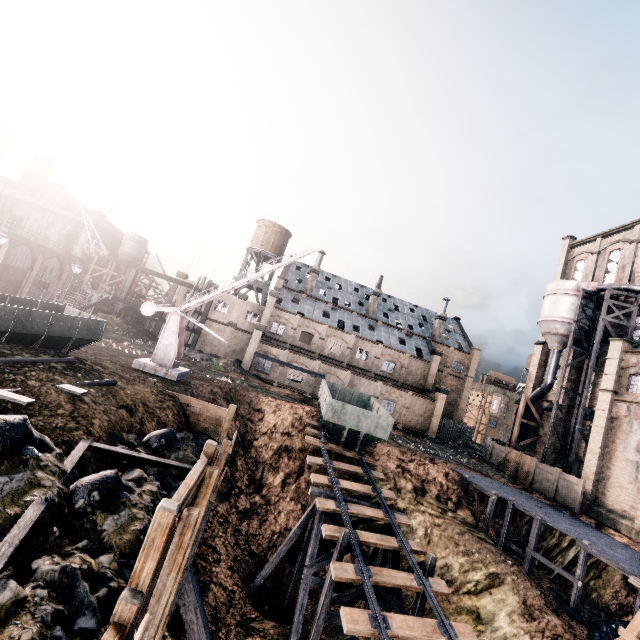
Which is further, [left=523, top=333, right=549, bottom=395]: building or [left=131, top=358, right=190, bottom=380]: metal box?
[left=523, top=333, right=549, bottom=395]: building

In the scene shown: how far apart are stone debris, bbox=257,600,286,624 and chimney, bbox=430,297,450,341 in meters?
45.7 m

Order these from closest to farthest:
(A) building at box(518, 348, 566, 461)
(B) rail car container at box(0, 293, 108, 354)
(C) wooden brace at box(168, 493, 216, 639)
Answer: (C) wooden brace at box(168, 493, 216, 639)
(B) rail car container at box(0, 293, 108, 354)
(A) building at box(518, 348, 566, 461)

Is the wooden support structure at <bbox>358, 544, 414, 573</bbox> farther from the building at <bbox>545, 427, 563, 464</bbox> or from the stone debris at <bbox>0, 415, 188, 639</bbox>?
the building at <bbox>545, 427, 563, 464</bbox>

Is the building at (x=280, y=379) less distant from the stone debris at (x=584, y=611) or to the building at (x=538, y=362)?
the building at (x=538, y=362)

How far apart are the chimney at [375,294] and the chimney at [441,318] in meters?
10.8

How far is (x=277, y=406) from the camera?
28.2m

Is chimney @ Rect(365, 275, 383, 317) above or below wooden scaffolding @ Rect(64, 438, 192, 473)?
above
